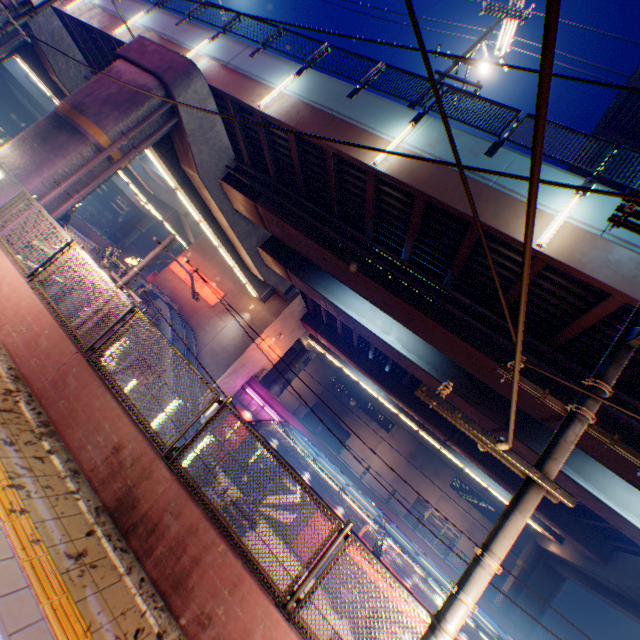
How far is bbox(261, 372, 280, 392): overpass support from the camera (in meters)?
38.53

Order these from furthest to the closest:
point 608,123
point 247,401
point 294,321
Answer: point 294,321, point 247,401, point 608,123

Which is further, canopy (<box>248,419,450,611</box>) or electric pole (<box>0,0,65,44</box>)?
canopy (<box>248,419,450,611</box>)

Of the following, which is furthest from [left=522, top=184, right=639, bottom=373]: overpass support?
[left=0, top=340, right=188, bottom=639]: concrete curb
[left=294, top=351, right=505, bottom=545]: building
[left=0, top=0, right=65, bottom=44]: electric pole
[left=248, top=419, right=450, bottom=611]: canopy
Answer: [left=294, top=351, right=505, bottom=545]: building

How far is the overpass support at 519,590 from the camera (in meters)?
27.30

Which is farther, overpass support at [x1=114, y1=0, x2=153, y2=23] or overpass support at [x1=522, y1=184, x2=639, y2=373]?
overpass support at [x1=114, y1=0, x2=153, y2=23]

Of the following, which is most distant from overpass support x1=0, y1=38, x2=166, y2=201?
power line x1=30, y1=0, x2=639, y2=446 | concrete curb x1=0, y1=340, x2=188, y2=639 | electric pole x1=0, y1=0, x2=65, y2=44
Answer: power line x1=30, y1=0, x2=639, y2=446

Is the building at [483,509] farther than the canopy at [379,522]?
Yes
